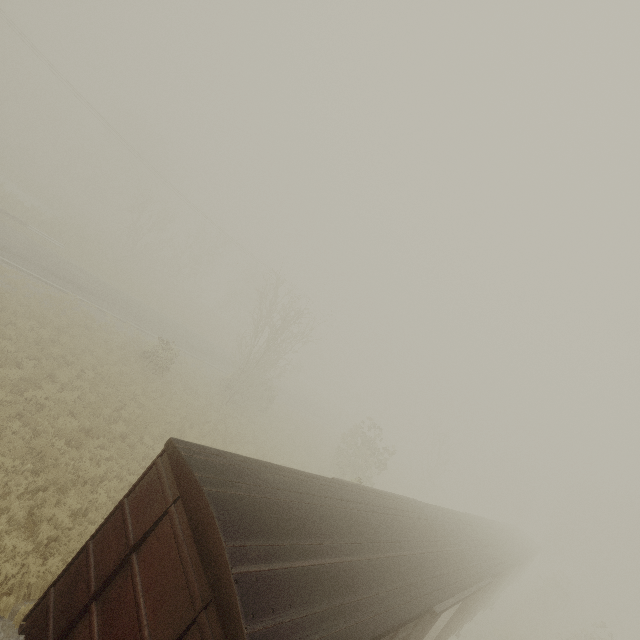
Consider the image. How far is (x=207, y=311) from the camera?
51.1 meters
